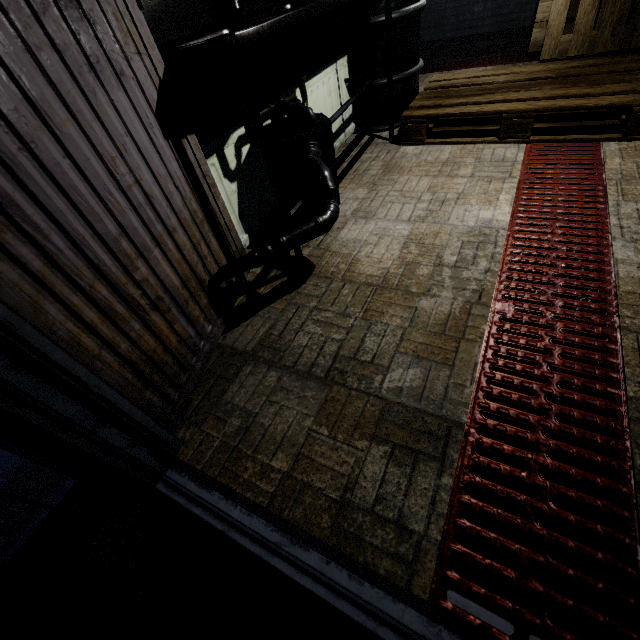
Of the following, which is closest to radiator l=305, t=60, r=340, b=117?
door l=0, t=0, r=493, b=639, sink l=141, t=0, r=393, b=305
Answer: sink l=141, t=0, r=393, b=305

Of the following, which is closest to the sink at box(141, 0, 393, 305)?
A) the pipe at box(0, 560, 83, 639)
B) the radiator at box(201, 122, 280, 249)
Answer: the radiator at box(201, 122, 280, 249)

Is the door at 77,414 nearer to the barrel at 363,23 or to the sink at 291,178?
the sink at 291,178

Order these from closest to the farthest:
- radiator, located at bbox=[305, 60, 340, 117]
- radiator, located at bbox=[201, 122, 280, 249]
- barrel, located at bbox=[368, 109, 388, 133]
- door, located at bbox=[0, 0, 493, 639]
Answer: door, located at bbox=[0, 0, 493, 639] < radiator, located at bbox=[201, 122, 280, 249] < radiator, located at bbox=[305, 60, 340, 117] < barrel, located at bbox=[368, 109, 388, 133]

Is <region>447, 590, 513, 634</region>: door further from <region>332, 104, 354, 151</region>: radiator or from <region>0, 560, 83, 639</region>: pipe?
<region>332, 104, 354, 151</region>: radiator

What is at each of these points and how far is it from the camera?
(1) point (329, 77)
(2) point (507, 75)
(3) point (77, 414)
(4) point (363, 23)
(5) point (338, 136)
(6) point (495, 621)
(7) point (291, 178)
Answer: (1) radiator, 2.30m
(2) pallet, 2.46m
(3) door, 0.75m
(4) barrel, 2.22m
(5) radiator, 2.60m
(6) door, 0.69m
(7) sink, 1.68m

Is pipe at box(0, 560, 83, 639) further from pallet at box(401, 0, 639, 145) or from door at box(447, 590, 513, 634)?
pallet at box(401, 0, 639, 145)

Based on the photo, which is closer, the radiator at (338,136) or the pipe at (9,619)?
the pipe at (9,619)
